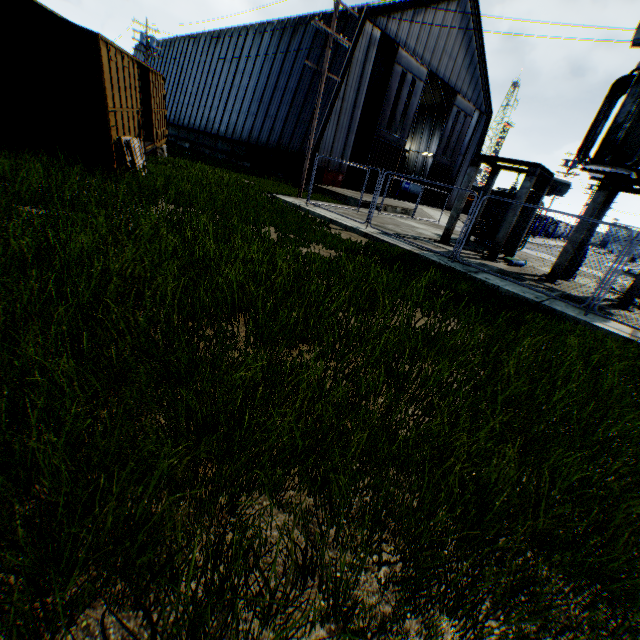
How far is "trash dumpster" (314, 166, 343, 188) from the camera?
23.3 meters

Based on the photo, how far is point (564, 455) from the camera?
2.73m

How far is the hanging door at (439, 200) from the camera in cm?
3528

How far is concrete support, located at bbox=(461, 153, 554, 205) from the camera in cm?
1162

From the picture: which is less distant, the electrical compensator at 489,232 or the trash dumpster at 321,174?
the electrical compensator at 489,232

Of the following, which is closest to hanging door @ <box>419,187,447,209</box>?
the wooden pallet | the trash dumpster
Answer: the trash dumpster

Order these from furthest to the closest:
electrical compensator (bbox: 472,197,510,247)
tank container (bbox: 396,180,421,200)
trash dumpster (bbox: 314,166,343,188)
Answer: tank container (bbox: 396,180,421,200)
trash dumpster (bbox: 314,166,343,188)
electrical compensator (bbox: 472,197,510,247)

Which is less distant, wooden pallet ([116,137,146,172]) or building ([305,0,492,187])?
wooden pallet ([116,137,146,172])
